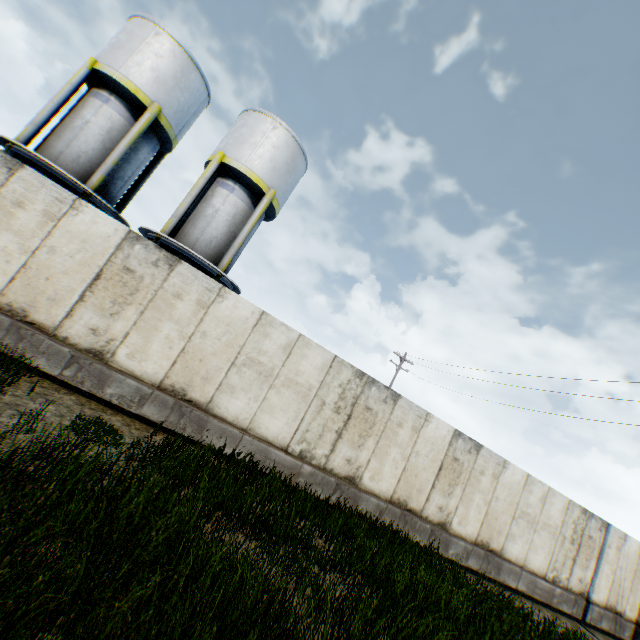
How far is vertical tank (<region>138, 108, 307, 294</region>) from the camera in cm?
1384

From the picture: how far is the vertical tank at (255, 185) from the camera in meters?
13.8 m

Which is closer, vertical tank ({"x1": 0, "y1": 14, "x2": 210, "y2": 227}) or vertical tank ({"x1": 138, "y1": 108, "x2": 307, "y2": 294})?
vertical tank ({"x1": 0, "y1": 14, "x2": 210, "y2": 227})

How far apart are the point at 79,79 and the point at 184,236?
6.99m

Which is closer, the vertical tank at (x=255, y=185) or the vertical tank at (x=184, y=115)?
the vertical tank at (x=184, y=115)
